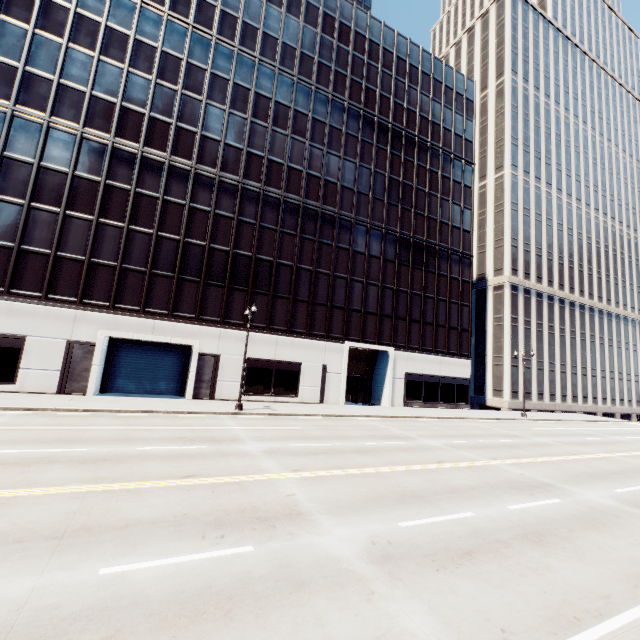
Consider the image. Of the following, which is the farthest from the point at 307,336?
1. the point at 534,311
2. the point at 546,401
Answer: the point at 546,401
